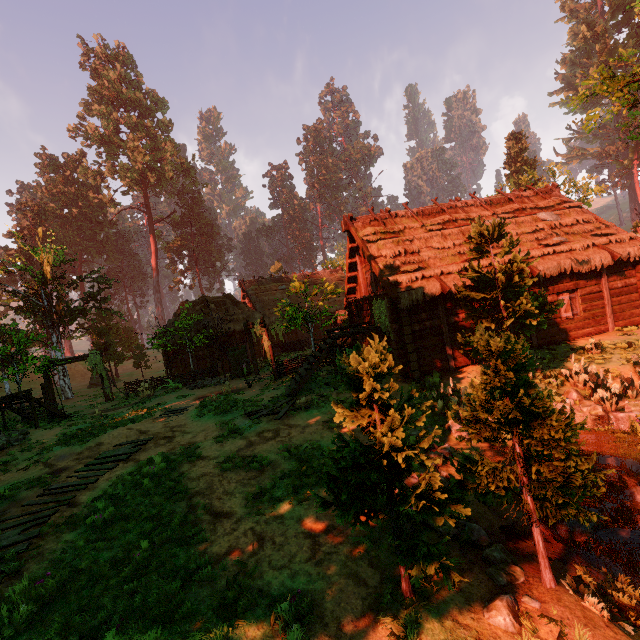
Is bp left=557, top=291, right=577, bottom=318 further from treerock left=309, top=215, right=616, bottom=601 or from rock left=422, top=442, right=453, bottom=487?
rock left=422, top=442, right=453, bottom=487

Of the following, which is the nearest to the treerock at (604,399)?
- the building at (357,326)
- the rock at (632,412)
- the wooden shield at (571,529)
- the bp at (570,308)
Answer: the building at (357,326)

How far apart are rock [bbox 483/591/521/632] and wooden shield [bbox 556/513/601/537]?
2.42m

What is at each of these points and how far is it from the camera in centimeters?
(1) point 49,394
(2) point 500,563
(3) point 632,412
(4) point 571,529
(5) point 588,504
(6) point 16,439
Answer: (1) fence arch, 1956cm
(2) rock, 498cm
(3) rock, 916cm
(4) wooden shield, 611cm
(5) rock, 702cm
(6) rock, 1373cm

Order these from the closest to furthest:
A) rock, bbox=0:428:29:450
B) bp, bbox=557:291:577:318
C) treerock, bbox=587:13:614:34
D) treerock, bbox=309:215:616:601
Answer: treerock, bbox=309:215:616:601 → rock, bbox=0:428:29:450 → bp, bbox=557:291:577:318 → treerock, bbox=587:13:614:34

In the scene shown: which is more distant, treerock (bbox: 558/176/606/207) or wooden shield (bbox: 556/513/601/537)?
treerock (bbox: 558/176/606/207)

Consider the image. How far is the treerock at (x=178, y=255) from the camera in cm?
5616
